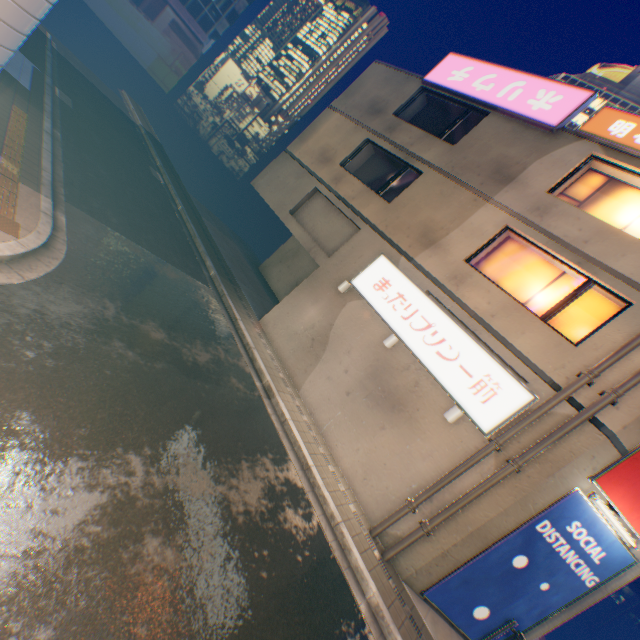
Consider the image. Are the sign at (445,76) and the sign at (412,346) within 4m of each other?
no

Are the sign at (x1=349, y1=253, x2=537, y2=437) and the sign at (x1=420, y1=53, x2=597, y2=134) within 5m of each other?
no

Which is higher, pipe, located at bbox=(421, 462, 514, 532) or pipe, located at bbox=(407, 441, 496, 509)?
pipe, located at bbox=(421, 462, 514, 532)

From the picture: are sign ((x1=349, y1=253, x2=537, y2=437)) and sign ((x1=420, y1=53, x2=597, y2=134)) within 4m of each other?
no

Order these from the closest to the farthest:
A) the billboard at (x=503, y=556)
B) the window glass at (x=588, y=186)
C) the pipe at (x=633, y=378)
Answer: the pipe at (x=633, y=378) → the billboard at (x=503, y=556) → the window glass at (x=588, y=186)

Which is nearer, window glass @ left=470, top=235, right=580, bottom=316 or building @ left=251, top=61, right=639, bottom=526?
building @ left=251, top=61, right=639, bottom=526

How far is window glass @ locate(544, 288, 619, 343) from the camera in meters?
8.2 m

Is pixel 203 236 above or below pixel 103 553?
above
